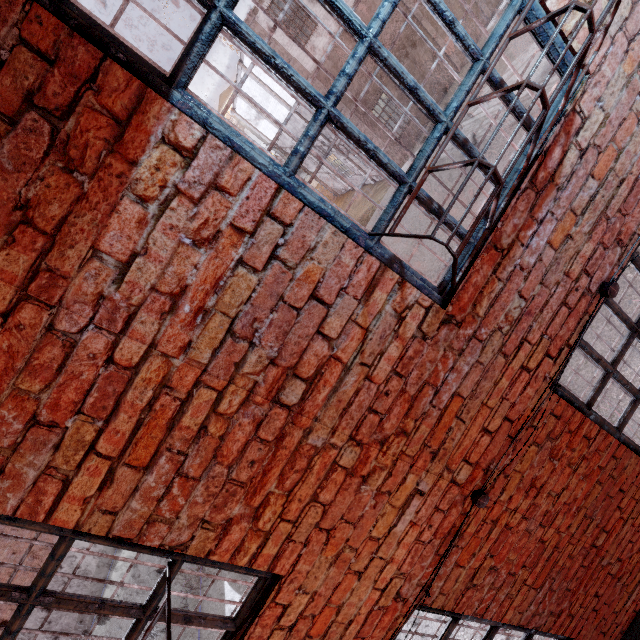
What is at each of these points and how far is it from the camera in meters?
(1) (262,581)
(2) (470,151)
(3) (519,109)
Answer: (1) metal bar, 1.7
(2) metal bar, 1.5
(3) metal bar, 1.6

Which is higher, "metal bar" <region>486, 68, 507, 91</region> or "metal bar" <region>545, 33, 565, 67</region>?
"metal bar" <region>486, 68, 507, 91</region>

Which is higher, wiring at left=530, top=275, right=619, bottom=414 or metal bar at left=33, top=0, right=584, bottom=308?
metal bar at left=33, top=0, right=584, bottom=308

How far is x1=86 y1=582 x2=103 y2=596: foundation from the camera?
23.7 meters

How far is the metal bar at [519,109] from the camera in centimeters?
156cm

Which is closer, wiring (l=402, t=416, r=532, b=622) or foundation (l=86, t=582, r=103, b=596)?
wiring (l=402, t=416, r=532, b=622)

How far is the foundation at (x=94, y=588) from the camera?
23.7m

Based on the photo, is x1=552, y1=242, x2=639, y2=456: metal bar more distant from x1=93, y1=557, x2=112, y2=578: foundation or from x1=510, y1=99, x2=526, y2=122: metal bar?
x1=93, y1=557, x2=112, y2=578: foundation
